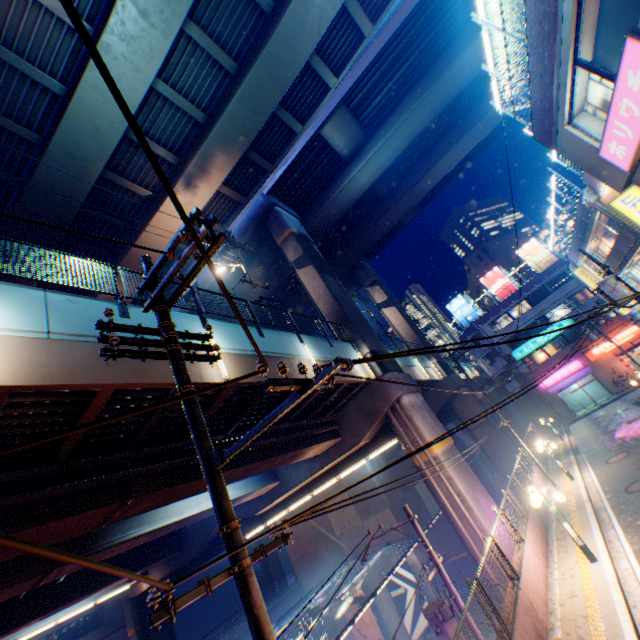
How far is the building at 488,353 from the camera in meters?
41.7

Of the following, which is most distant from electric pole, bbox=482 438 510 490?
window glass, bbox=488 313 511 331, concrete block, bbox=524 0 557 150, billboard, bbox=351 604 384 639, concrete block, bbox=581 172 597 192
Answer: window glass, bbox=488 313 511 331

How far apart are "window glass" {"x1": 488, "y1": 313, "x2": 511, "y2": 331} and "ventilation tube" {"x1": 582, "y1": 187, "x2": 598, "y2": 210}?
25.93m

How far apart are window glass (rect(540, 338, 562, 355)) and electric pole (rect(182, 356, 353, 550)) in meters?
45.9 m

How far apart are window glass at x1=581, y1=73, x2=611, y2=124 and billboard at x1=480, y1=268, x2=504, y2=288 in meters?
38.0 m

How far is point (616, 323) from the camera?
36.53m

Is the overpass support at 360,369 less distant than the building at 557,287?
Yes

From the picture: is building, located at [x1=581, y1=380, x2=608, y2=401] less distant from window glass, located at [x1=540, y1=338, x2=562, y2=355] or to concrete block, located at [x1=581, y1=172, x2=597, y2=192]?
window glass, located at [x1=540, y1=338, x2=562, y2=355]
